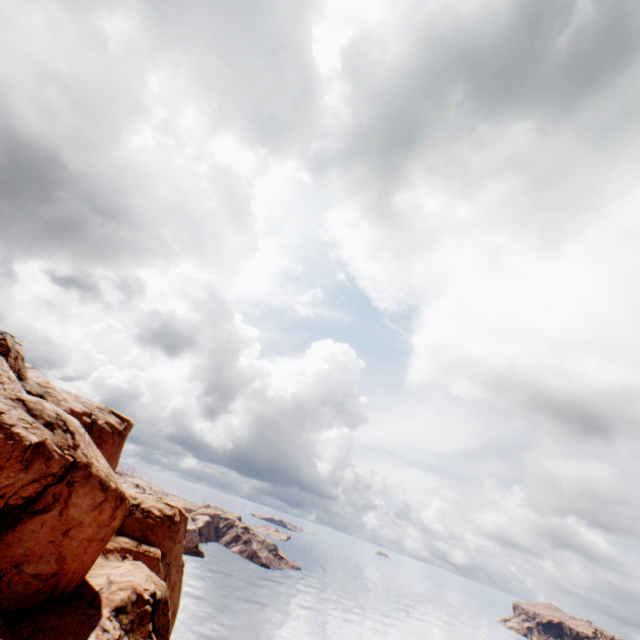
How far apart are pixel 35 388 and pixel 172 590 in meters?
35.7 m
